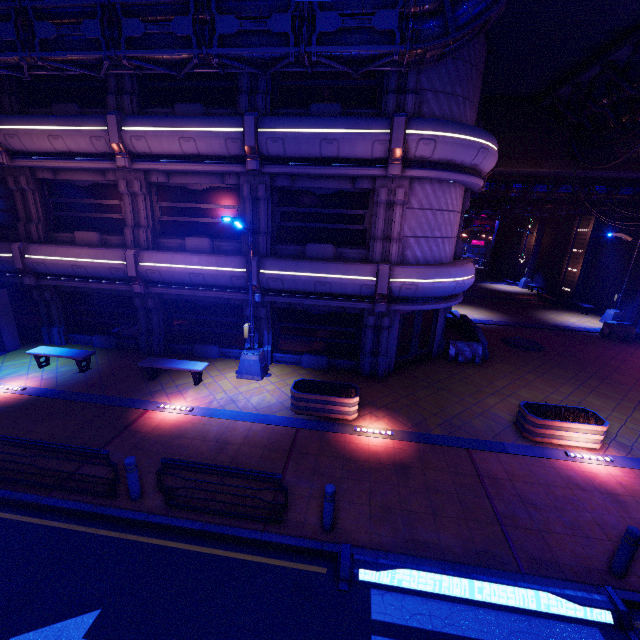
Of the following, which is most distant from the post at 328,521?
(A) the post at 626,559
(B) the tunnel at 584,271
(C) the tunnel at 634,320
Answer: (B) the tunnel at 584,271

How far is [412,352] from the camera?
14.5m

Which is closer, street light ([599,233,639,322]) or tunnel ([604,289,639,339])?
tunnel ([604,289,639,339])

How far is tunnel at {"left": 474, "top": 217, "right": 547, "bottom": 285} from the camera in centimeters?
3390cm

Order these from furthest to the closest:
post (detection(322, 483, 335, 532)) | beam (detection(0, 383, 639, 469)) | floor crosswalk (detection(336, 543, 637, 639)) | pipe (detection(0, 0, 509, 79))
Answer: beam (detection(0, 383, 639, 469)) < pipe (detection(0, 0, 509, 79)) < post (detection(322, 483, 335, 532)) < floor crosswalk (detection(336, 543, 637, 639))

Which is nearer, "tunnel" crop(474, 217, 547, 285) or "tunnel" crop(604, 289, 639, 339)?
"tunnel" crop(604, 289, 639, 339)

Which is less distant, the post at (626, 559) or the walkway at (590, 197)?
the post at (626, 559)

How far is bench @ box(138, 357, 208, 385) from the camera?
11.9 meters
